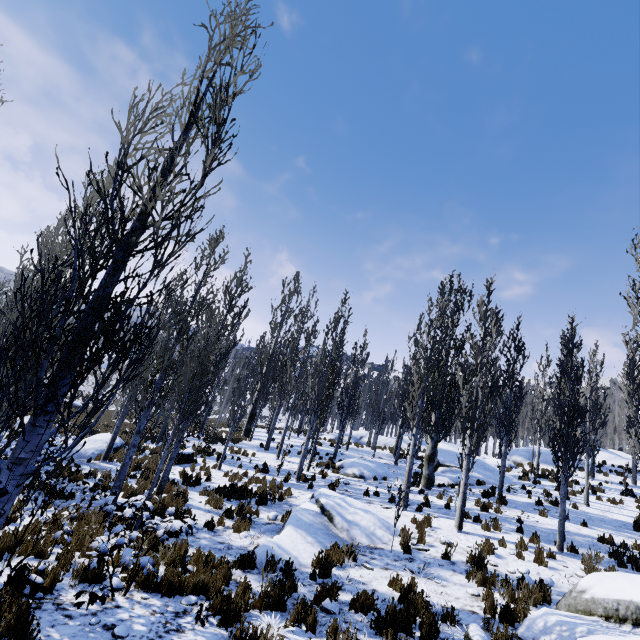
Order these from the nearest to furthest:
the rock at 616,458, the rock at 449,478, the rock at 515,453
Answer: the rock at 449,478 < the rock at 515,453 < the rock at 616,458

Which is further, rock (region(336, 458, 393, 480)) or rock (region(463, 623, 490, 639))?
rock (region(336, 458, 393, 480))

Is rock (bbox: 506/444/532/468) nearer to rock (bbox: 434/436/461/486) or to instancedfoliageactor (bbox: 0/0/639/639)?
instancedfoliageactor (bbox: 0/0/639/639)

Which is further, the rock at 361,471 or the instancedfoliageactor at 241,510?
the rock at 361,471

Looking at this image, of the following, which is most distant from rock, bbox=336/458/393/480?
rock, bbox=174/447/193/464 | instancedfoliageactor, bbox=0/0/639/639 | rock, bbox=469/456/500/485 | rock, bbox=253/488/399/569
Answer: rock, bbox=469/456/500/485

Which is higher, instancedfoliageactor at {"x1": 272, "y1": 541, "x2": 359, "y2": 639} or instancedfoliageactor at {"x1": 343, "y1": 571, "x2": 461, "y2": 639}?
instancedfoliageactor at {"x1": 343, "y1": 571, "x2": 461, "y2": 639}

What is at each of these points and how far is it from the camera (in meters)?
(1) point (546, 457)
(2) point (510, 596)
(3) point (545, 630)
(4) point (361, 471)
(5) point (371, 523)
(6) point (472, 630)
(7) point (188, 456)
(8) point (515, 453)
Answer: (1) rock, 26.30
(2) instancedfoliageactor, 6.90
(3) rock, 5.59
(4) rock, 17.48
(5) rock, 10.28
(6) rock, 5.52
(7) rock, 17.05
(8) rock, 26.98

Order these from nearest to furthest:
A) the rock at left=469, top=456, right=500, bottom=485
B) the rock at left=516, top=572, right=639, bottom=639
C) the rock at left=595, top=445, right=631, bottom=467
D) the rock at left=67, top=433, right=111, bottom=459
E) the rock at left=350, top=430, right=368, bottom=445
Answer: the rock at left=516, top=572, right=639, bottom=639
the rock at left=67, top=433, right=111, bottom=459
the rock at left=469, top=456, right=500, bottom=485
the rock at left=595, top=445, right=631, bottom=467
the rock at left=350, top=430, right=368, bottom=445
